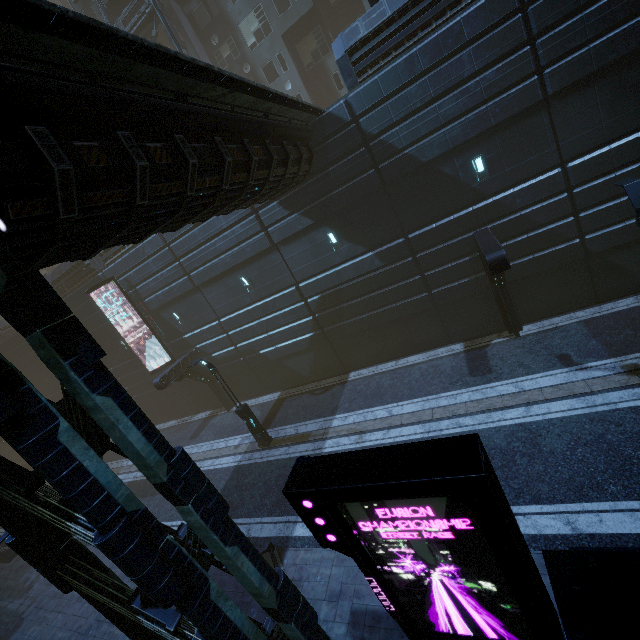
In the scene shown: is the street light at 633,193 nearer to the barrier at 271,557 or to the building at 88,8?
the building at 88,8

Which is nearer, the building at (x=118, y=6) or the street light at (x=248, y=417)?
the street light at (x=248, y=417)

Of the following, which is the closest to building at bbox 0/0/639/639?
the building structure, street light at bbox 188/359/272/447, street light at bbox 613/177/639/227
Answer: the building structure

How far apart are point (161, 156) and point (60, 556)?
6.90m

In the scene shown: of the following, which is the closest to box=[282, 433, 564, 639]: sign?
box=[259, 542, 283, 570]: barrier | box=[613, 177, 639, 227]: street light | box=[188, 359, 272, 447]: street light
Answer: box=[259, 542, 283, 570]: barrier

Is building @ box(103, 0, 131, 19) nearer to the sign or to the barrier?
the sign

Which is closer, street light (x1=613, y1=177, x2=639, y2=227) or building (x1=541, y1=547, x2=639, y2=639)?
building (x1=541, y1=547, x2=639, y2=639)

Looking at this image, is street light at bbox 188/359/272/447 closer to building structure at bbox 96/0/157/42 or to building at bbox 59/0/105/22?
building at bbox 59/0/105/22
